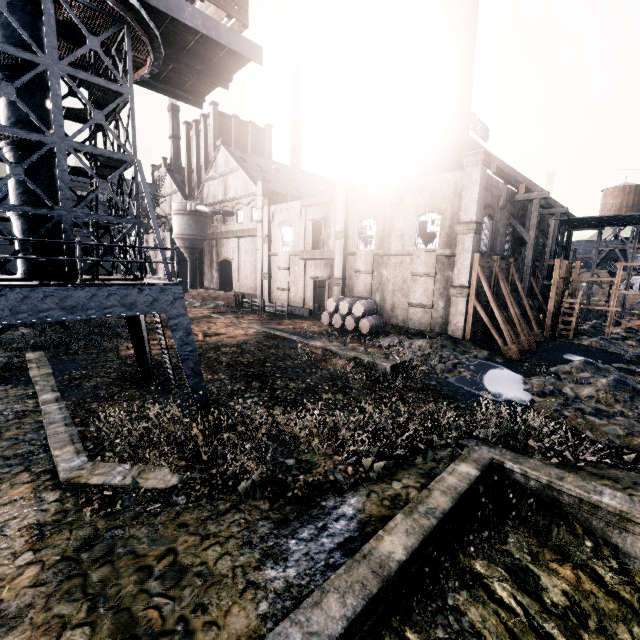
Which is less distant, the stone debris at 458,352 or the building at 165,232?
the stone debris at 458,352

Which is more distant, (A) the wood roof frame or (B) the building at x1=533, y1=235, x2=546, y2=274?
(B) the building at x1=533, y1=235, x2=546, y2=274

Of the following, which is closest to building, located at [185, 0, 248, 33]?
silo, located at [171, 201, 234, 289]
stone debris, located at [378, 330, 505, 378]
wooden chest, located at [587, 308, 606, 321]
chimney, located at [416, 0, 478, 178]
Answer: stone debris, located at [378, 330, 505, 378]

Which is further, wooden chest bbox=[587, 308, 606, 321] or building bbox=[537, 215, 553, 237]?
wooden chest bbox=[587, 308, 606, 321]

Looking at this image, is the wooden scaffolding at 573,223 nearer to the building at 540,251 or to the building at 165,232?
the building at 165,232

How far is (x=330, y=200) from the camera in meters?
31.6 m

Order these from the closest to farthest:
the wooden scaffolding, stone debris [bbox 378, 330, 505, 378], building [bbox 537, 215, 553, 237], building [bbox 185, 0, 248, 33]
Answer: building [bbox 185, 0, 248, 33]
stone debris [bbox 378, 330, 505, 378]
the wooden scaffolding
building [bbox 537, 215, 553, 237]

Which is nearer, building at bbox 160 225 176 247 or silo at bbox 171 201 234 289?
silo at bbox 171 201 234 289
